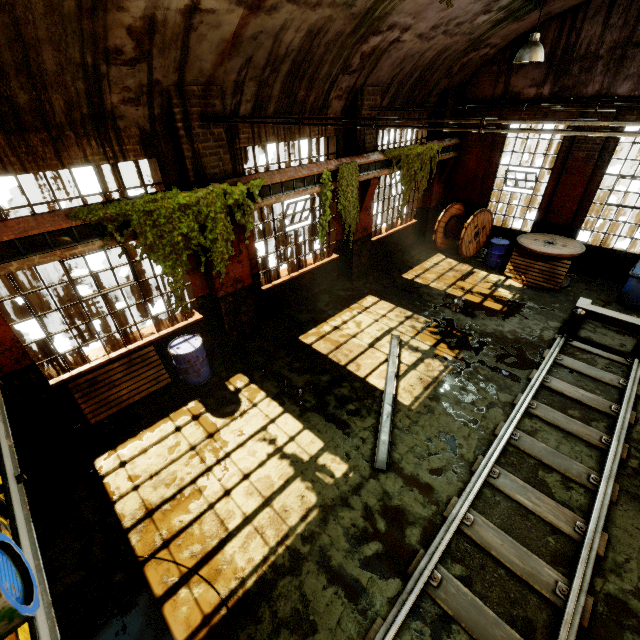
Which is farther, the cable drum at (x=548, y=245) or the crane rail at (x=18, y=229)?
the cable drum at (x=548, y=245)

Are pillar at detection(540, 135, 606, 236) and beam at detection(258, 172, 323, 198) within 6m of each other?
no

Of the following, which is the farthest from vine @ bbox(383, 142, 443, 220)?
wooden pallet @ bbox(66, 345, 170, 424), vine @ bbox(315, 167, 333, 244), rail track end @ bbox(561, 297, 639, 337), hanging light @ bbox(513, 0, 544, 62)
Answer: wooden pallet @ bbox(66, 345, 170, 424)

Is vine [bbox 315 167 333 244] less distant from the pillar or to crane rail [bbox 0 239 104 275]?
crane rail [bbox 0 239 104 275]

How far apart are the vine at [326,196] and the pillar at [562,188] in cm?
796

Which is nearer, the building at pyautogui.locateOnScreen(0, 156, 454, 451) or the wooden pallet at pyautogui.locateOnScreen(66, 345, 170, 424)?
the building at pyautogui.locateOnScreen(0, 156, 454, 451)

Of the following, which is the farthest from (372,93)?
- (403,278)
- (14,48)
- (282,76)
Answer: (14,48)

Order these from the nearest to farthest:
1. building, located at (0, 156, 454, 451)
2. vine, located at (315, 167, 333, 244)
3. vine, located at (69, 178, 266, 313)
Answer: vine, located at (69, 178, 266, 313), building, located at (0, 156, 454, 451), vine, located at (315, 167, 333, 244)
